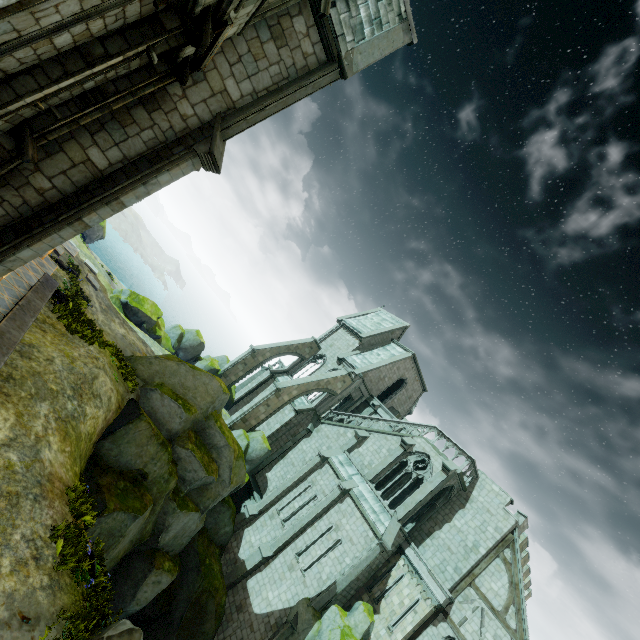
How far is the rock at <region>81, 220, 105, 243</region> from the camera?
27.9m

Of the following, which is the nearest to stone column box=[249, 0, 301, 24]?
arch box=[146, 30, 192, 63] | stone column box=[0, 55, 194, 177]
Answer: stone column box=[0, 55, 194, 177]

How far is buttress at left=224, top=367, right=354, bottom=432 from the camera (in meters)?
25.98

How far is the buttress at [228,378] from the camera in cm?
3177

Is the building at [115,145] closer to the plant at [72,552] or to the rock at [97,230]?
the plant at [72,552]

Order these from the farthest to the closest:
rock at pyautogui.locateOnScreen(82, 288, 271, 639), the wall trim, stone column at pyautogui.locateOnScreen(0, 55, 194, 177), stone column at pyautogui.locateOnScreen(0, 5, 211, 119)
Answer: rock at pyautogui.locateOnScreen(82, 288, 271, 639), the wall trim, stone column at pyautogui.locateOnScreen(0, 55, 194, 177), stone column at pyautogui.locateOnScreen(0, 5, 211, 119)

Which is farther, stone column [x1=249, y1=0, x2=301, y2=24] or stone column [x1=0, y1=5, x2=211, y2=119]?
stone column [x1=249, y1=0, x2=301, y2=24]

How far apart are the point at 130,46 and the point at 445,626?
28.24m
